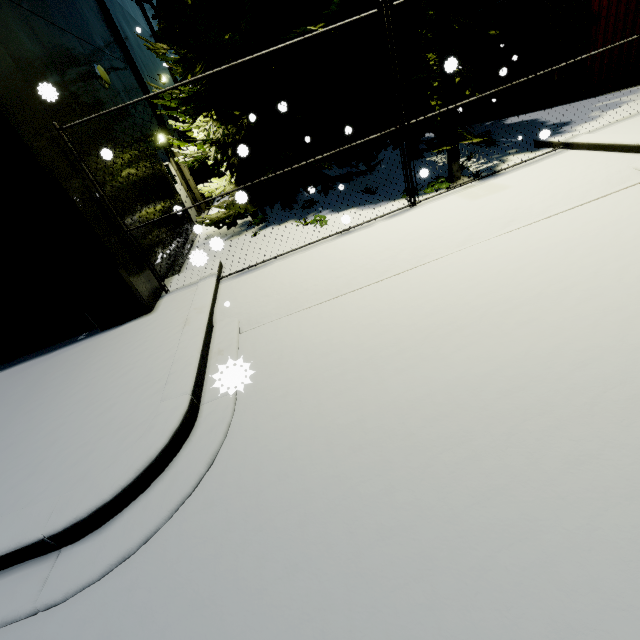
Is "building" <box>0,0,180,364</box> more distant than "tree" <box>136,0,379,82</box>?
No

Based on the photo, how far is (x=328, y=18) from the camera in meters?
6.3 m

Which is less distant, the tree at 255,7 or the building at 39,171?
the building at 39,171
